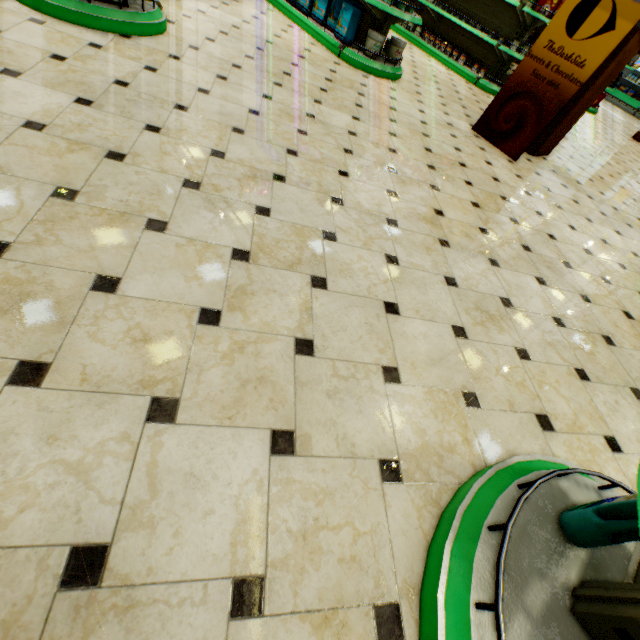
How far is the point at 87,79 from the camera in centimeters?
226cm

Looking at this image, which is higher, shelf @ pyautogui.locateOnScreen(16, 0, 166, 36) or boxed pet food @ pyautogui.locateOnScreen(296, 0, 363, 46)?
boxed pet food @ pyautogui.locateOnScreen(296, 0, 363, 46)

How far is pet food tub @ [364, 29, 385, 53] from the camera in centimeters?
454cm

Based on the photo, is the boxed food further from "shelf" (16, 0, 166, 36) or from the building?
"shelf" (16, 0, 166, 36)

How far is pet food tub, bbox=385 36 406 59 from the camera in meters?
4.8 m

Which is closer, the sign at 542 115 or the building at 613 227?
the building at 613 227

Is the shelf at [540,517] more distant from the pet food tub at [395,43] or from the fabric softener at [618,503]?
the pet food tub at [395,43]

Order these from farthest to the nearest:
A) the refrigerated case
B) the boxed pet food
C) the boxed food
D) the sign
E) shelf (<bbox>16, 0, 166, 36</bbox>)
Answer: the refrigerated case → the boxed food → the boxed pet food → the sign → shelf (<bbox>16, 0, 166, 36</bbox>)
